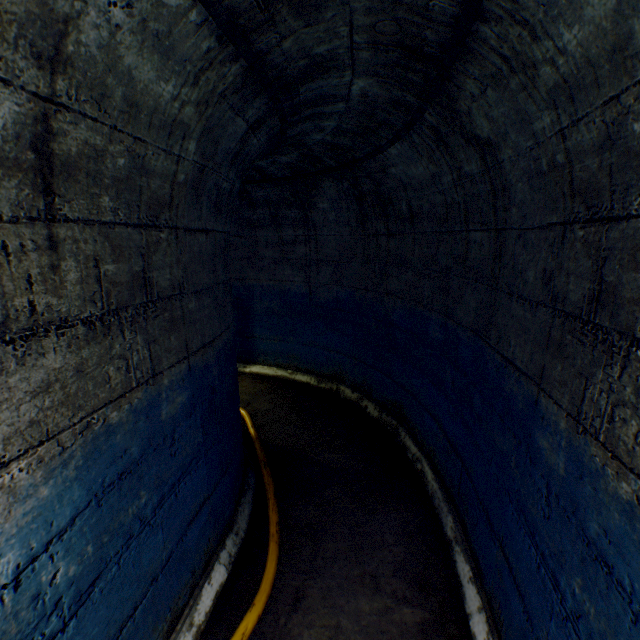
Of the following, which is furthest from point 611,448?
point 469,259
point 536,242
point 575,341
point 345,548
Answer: point 345,548

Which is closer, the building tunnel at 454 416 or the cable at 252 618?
the building tunnel at 454 416

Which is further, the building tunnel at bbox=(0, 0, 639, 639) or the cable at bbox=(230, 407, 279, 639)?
the cable at bbox=(230, 407, 279, 639)
